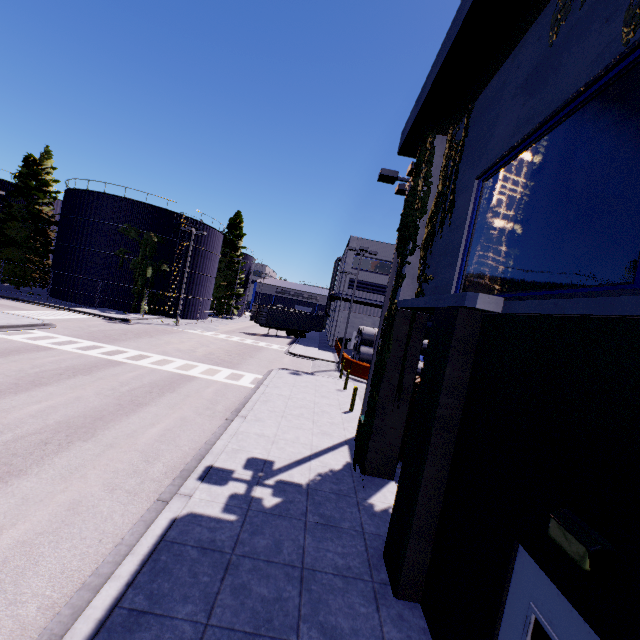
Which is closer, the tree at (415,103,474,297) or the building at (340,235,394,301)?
the tree at (415,103,474,297)

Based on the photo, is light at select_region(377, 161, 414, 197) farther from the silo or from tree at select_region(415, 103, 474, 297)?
the silo

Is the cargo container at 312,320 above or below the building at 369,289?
below

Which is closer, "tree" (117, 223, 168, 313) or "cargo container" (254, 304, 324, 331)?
"tree" (117, 223, 168, 313)

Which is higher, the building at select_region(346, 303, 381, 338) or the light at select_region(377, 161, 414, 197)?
the light at select_region(377, 161, 414, 197)

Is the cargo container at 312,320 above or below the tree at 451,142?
below

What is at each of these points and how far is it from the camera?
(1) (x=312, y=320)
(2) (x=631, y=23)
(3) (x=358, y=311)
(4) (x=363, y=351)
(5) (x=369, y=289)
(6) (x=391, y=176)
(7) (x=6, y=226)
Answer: (1) cargo container, 46.3m
(2) tree, 3.3m
(3) building, 43.6m
(4) concrete pipe stack, 30.4m
(5) building, 43.5m
(6) light, 11.6m
(7) tree, 34.4m

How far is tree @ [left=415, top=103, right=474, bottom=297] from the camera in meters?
7.5
